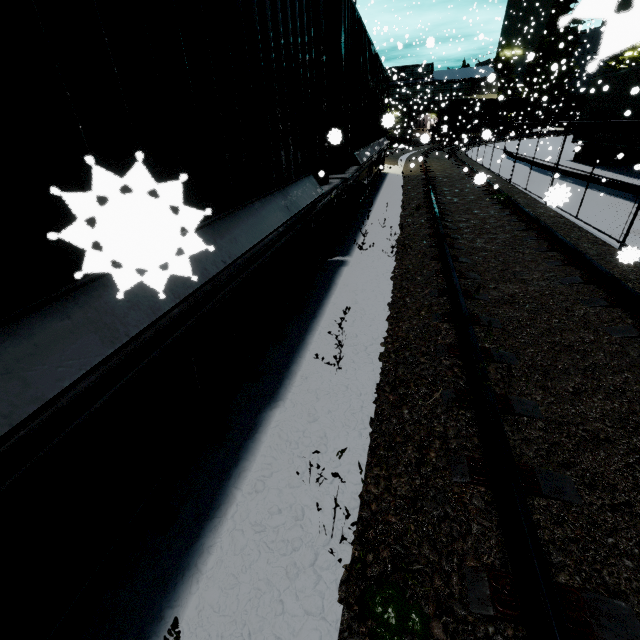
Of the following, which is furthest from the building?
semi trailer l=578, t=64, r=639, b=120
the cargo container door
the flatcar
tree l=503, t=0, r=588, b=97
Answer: tree l=503, t=0, r=588, b=97

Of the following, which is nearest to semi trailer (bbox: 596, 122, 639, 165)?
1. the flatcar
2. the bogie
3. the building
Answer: the building

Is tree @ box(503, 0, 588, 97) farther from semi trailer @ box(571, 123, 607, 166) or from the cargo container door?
the cargo container door

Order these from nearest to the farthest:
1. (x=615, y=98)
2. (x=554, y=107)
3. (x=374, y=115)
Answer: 1. (x=374, y=115)
2. (x=615, y=98)
3. (x=554, y=107)

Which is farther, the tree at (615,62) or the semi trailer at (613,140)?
the tree at (615,62)

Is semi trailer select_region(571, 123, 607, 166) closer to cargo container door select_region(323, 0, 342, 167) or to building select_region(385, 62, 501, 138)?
building select_region(385, 62, 501, 138)

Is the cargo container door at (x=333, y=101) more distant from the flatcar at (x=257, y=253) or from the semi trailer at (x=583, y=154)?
the semi trailer at (x=583, y=154)

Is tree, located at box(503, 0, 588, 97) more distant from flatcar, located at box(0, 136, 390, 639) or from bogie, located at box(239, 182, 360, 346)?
bogie, located at box(239, 182, 360, 346)
